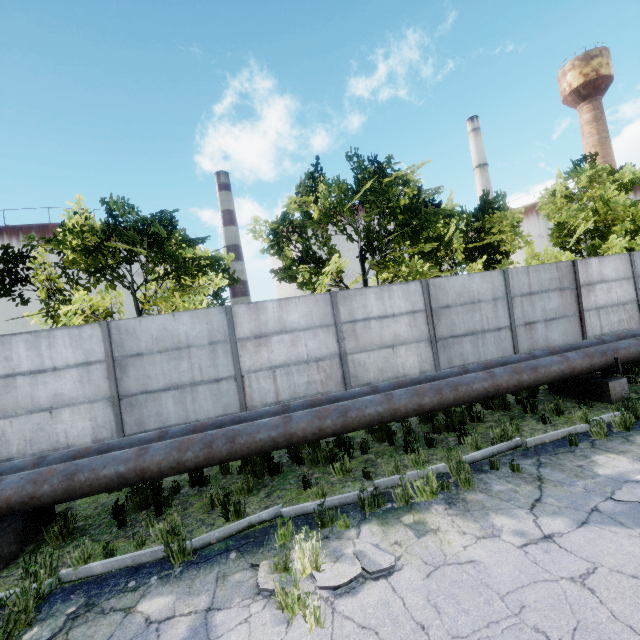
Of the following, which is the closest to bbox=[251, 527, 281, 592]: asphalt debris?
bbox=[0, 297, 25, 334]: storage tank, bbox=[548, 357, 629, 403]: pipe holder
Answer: bbox=[548, 357, 629, 403]: pipe holder

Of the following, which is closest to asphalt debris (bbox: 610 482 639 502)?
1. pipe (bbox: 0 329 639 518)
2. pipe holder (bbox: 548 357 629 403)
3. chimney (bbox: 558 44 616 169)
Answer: pipe (bbox: 0 329 639 518)

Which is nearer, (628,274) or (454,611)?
(454,611)

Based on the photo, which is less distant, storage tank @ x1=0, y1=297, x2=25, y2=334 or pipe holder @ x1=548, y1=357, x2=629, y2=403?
pipe holder @ x1=548, y1=357, x2=629, y2=403

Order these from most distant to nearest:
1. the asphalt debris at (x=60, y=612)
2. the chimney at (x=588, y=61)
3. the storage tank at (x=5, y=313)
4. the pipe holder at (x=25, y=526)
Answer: the storage tank at (x=5, y=313) < the chimney at (x=588, y=61) < the pipe holder at (x=25, y=526) < the asphalt debris at (x=60, y=612)

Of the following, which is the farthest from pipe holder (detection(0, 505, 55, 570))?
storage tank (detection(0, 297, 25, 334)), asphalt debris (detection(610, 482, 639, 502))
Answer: storage tank (detection(0, 297, 25, 334))

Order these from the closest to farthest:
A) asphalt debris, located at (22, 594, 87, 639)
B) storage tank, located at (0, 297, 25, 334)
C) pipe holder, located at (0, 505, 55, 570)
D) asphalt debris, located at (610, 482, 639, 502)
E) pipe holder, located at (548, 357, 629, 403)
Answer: asphalt debris, located at (22, 594, 87, 639)
asphalt debris, located at (610, 482, 639, 502)
pipe holder, located at (0, 505, 55, 570)
pipe holder, located at (548, 357, 629, 403)
storage tank, located at (0, 297, 25, 334)

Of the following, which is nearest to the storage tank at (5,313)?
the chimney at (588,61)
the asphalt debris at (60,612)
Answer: the asphalt debris at (60,612)
